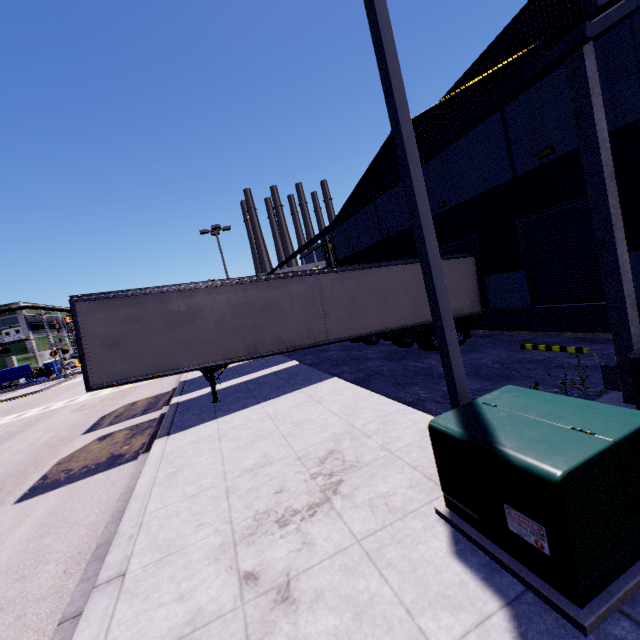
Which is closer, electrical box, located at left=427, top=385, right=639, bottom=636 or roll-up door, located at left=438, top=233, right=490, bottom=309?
electrical box, located at left=427, top=385, right=639, bottom=636

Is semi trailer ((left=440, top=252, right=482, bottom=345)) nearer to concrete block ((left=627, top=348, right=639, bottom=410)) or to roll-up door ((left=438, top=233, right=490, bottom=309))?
roll-up door ((left=438, top=233, right=490, bottom=309))

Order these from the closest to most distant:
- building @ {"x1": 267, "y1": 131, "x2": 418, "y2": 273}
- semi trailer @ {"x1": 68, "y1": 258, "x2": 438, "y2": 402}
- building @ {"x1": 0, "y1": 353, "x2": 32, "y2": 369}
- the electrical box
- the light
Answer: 1. the electrical box
2. the light
3. semi trailer @ {"x1": 68, "y1": 258, "x2": 438, "y2": 402}
4. building @ {"x1": 267, "y1": 131, "x2": 418, "y2": 273}
5. building @ {"x1": 0, "y1": 353, "x2": 32, "y2": 369}

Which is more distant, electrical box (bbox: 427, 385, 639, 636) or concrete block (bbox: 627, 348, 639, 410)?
concrete block (bbox: 627, 348, 639, 410)

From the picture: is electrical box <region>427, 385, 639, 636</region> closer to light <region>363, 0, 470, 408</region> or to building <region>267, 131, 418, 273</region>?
light <region>363, 0, 470, 408</region>

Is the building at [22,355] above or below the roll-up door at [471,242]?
above

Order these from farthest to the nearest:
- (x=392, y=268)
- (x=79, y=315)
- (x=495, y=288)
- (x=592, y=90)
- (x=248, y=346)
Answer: (x=495, y=288) < (x=392, y=268) < (x=248, y=346) < (x=79, y=315) < (x=592, y=90)

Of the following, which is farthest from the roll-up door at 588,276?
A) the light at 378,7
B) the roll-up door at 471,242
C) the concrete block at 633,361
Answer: the light at 378,7
